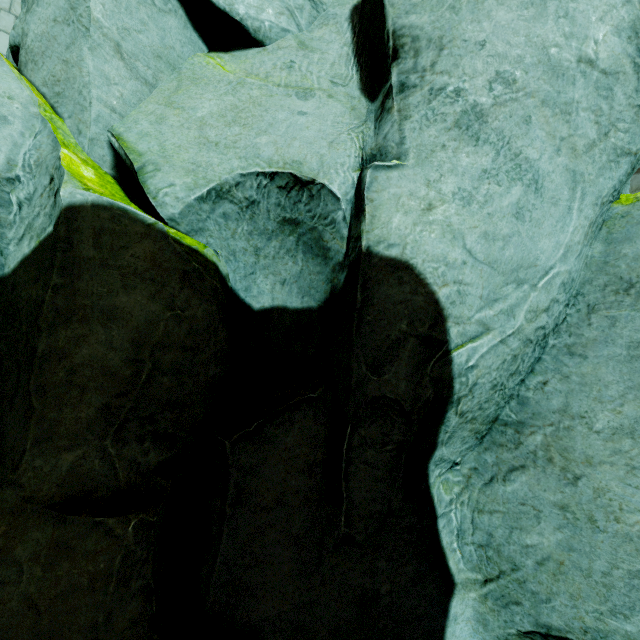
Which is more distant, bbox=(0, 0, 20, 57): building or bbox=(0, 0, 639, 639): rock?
bbox=(0, 0, 20, 57): building

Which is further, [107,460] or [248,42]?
[248,42]

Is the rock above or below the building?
below

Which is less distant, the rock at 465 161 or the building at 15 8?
the rock at 465 161

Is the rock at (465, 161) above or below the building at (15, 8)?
below
